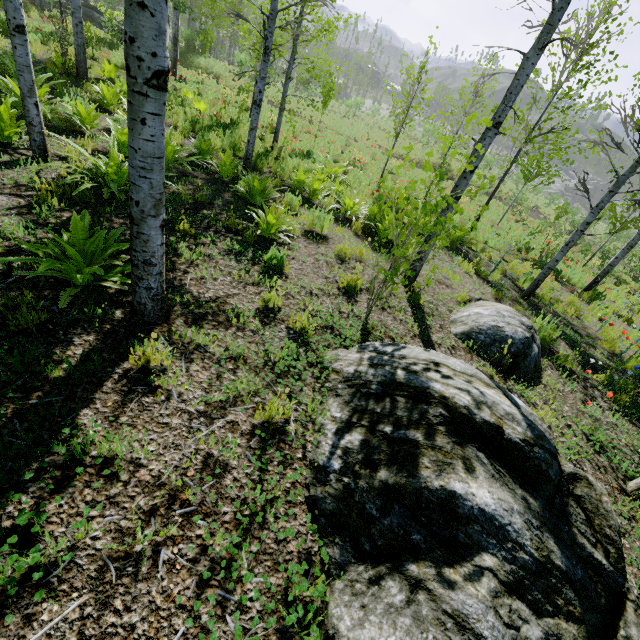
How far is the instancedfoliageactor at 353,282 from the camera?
4.8 meters

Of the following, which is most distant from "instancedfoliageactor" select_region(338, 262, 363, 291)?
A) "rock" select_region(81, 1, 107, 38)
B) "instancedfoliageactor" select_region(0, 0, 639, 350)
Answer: "rock" select_region(81, 1, 107, 38)

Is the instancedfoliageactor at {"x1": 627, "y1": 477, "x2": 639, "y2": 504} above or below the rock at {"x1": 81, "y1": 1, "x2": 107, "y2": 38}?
below

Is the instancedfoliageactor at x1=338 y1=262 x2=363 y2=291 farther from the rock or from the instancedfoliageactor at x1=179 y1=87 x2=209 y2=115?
the rock

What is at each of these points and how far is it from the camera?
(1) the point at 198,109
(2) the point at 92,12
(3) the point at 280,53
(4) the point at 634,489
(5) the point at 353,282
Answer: (1) instancedfoliageactor, 11.7m
(2) rock, 23.0m
(3) instancedfoliageactor, 9.2m
(4) instancedfoliageactor, 3.3m
(5) instancedfoliageactor, 4.9m

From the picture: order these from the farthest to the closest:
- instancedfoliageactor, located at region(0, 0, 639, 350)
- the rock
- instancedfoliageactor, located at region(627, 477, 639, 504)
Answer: the rock → instancedfoliageactor, located at region(627, 477, 639, 504) → instancedfoliageactor, located at region(0, 0, 639, 350)

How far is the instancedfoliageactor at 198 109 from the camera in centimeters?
1102cm

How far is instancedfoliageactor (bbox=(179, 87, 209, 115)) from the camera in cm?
1102
